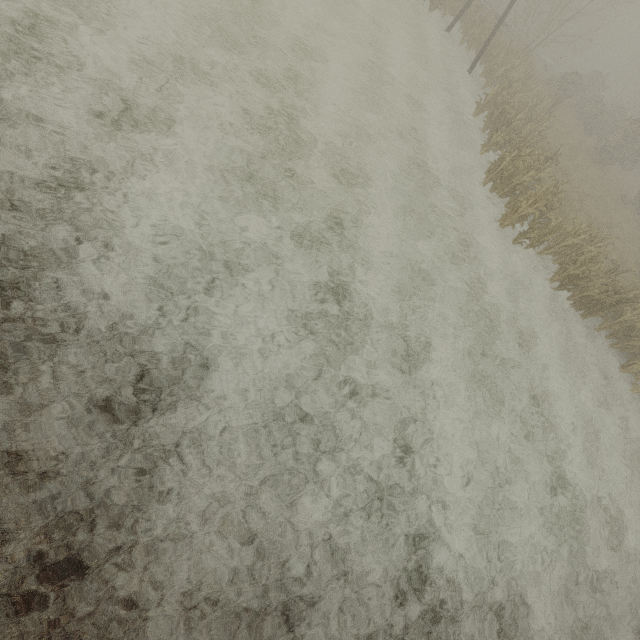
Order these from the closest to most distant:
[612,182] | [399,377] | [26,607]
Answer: [26,607], [399,377], [612,182]

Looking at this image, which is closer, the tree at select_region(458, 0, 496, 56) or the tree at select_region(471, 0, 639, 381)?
the tree at select_region(471, 0, 639, 381)

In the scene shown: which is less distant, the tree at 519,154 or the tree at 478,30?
the tree at 519,154
